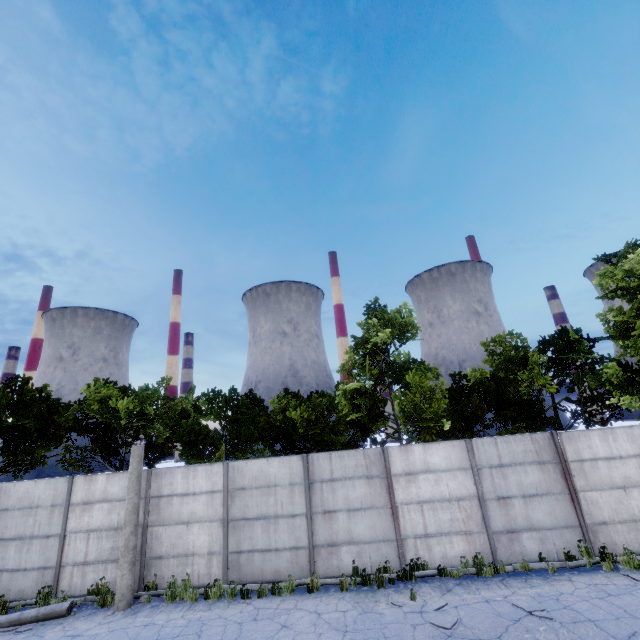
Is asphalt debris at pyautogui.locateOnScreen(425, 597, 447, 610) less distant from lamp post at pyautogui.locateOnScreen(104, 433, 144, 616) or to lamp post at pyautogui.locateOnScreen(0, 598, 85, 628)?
lamp post at pyautogui.locateOnScreen(104, 433, 144, 616)

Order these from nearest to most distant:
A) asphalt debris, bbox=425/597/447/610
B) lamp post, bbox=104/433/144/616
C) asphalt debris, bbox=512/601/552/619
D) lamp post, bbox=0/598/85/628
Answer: asphalt debris, bbox=512/601/552/619 → asphalt debris, bbox=425/597/447/610 → lamp post, bbox=0/598/85/628 → lamp post, bbox=104/433/144/616

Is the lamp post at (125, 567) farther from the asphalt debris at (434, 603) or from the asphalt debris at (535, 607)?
the asphalt debris at (535, 607)

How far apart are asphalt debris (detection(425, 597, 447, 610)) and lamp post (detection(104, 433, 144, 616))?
7.72m

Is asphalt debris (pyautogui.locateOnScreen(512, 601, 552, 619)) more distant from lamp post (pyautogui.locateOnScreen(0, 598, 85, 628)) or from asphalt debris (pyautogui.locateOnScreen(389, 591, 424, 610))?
lamp post (pyautogui.locateOnScreen(0, 598, 85, 628))

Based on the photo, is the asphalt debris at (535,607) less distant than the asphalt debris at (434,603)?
Yes

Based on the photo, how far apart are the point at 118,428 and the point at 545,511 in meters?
18.3
